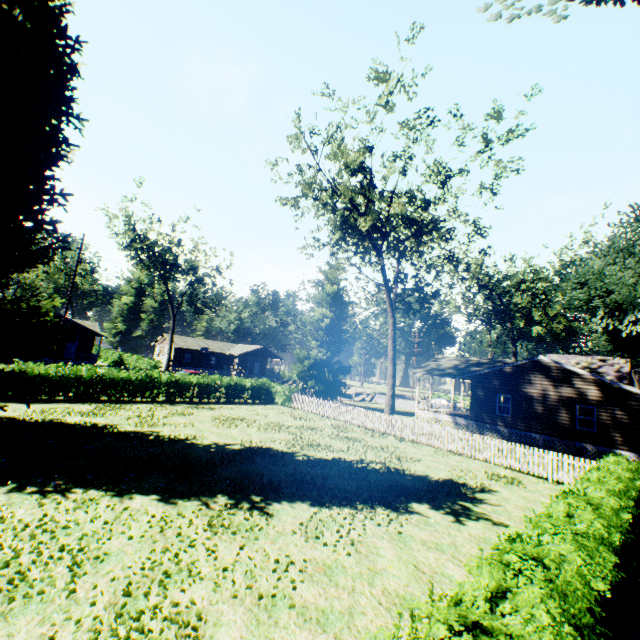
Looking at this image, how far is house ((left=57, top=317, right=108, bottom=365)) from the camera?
40.6m

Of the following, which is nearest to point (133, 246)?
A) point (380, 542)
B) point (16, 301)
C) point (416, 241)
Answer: point (16, 301)

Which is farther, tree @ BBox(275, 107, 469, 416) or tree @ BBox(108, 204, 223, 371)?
tree @ BBox(108, 204, 223, 371)

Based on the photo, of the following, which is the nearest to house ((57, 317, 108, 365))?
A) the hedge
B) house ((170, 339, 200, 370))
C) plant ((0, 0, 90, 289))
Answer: house ((170, 339, 200, 370))

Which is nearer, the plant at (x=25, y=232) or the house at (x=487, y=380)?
the plant at (x=25, y=232)

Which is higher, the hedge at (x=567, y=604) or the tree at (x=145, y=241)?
the tree at (x=145, y=241)

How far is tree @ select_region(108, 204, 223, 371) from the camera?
38.3 meters

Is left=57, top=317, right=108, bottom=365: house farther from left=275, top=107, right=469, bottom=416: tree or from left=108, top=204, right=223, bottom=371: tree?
left=275, top=107, right=469, bottom=416: tree
